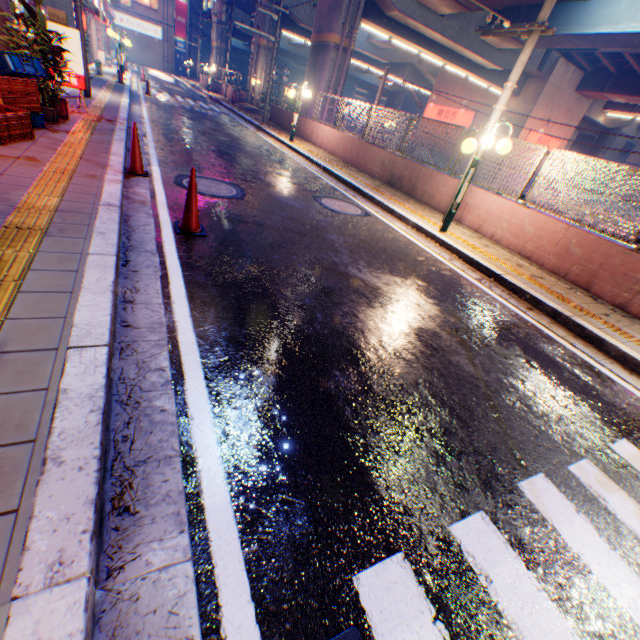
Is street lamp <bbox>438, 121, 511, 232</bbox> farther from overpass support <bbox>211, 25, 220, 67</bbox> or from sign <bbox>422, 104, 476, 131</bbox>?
sign <bbox>422, 104, 476, 131</bbox>

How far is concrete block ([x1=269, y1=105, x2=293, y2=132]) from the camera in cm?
1892

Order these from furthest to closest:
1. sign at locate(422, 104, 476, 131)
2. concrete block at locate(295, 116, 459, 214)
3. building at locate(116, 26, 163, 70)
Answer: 1. building at locate(116, 26, 163, 70)
2. sign at locate(422, 104, 476, 131)
3. concrete block at locate(295, 116, 459, 214)

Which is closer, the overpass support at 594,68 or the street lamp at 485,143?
the street lamp at 485,143

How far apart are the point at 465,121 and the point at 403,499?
36.1m

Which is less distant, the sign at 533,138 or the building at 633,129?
the sign at 533,138

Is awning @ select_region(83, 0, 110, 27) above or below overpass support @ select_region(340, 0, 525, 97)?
below
